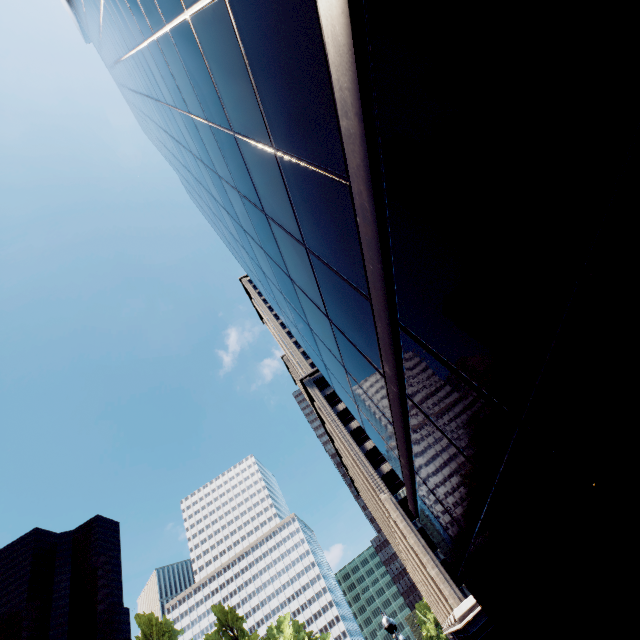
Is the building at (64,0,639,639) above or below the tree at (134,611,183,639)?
below

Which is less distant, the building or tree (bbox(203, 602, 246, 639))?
the building

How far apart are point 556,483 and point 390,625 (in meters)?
15.28

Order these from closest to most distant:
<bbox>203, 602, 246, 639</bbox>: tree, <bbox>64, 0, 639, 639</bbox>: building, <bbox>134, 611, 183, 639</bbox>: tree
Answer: <bbox>64, 0, 639, 639</bbox>: building, <bbox>134, 611, 183, 639</bbox>: tree, <bbox>203, 602, 246, 639</bbox>: tree

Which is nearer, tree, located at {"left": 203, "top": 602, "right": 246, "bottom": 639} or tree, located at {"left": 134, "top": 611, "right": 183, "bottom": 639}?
tree, located at {"left": 134, "top": 611, "right": 183, "bottom": 639}

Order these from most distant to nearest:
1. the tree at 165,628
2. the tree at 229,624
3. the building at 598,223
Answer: the tree at 229,624
the tree at 165,628
the building at 598,223

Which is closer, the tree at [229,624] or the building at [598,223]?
the building at [598,223]
